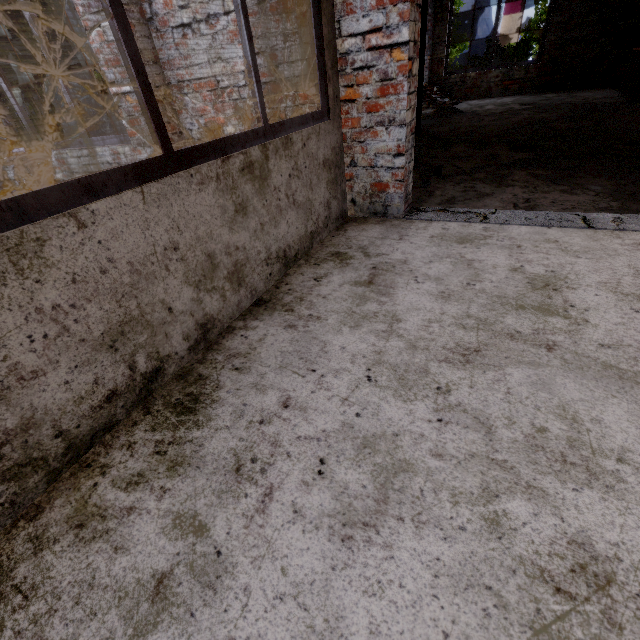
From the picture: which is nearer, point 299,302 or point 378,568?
point 378,568

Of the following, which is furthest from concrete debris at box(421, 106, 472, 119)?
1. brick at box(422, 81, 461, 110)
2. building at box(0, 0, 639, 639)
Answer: building at box(0, 0, 639, 639)

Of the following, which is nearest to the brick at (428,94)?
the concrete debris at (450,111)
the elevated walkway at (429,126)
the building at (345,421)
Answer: the elevated walkway at (429,126)

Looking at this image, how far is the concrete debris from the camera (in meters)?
7.62

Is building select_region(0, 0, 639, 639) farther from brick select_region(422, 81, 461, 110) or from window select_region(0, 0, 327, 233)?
brick select_region(422, 81, 461, 110)

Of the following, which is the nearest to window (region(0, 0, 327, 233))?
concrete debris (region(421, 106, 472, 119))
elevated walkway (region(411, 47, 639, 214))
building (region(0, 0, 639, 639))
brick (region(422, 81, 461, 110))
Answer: building (region(0, 0, 639, 639))

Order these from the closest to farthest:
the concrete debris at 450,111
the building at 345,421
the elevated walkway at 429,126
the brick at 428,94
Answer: the building at 345,421 < the elevated walkway at 429,126 < the concrete debris at 450,111 < the brick at 428,94

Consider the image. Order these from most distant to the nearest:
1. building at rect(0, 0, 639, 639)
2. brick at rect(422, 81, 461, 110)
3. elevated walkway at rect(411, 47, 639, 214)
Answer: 1. brick at rect(422, 81, 461, 110)
2. elevated walkway at rect(411, 47, 639, 214)
3. building at rect(0, 0, 639, 639)
